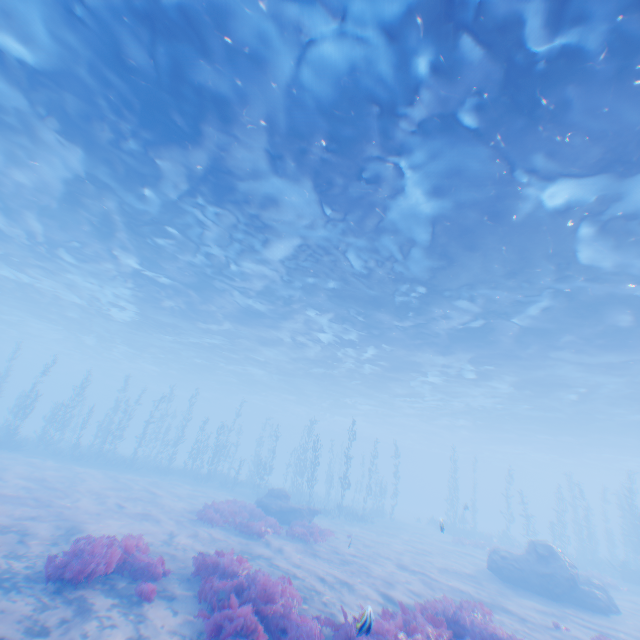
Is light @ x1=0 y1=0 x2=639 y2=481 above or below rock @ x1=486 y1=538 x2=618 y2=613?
above

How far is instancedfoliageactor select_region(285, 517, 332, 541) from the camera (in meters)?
15.62

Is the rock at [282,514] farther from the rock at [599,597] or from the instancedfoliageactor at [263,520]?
the rock at [599,597]

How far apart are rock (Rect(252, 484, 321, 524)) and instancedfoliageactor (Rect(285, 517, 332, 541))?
2.5 meters

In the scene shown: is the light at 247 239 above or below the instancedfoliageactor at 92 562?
above

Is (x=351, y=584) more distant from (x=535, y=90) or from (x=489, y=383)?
(x=489, y=383)

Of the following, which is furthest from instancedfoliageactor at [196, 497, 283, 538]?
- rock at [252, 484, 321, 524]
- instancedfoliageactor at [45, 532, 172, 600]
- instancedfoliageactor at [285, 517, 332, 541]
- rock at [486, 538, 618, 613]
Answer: rock at [486, 538, 618, 613]

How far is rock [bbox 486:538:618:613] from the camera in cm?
1459
